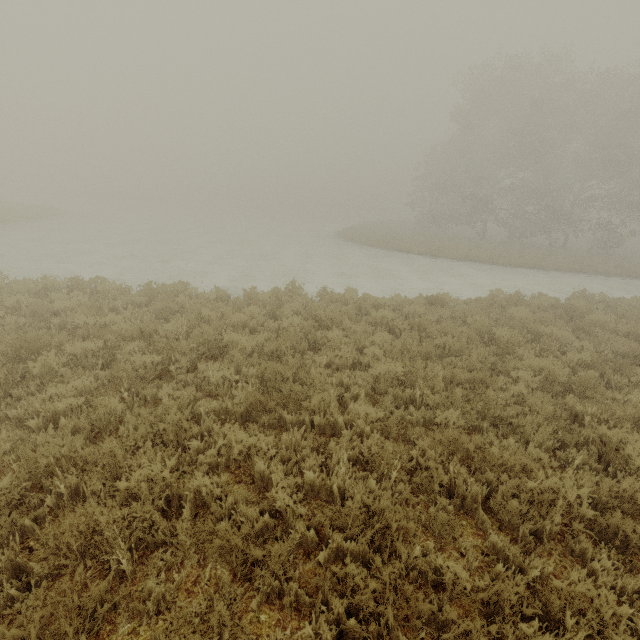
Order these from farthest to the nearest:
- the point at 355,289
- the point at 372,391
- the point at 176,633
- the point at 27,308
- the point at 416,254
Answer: the point at 416,254 → the point at 355,289 → the point at 27,308 → the point at 372,391 → the point at 176,633
